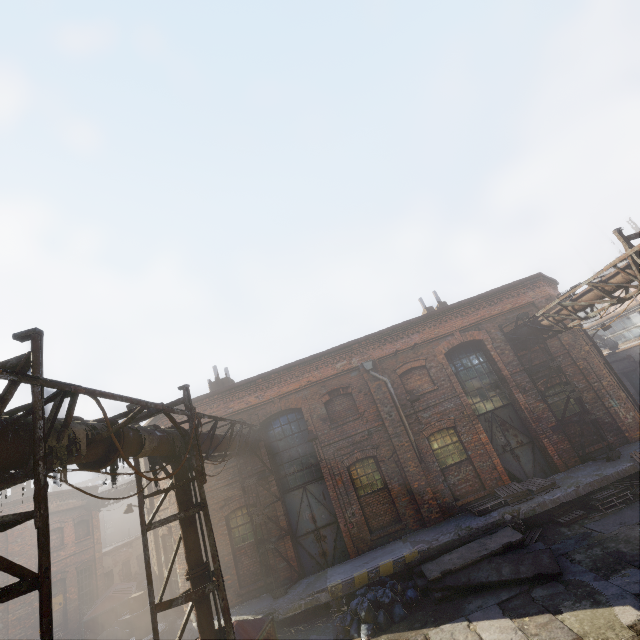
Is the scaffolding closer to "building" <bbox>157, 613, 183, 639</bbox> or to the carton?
"building" <bbox>157, 613, 183, 639</bbox>

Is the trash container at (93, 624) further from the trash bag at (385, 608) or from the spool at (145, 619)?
the trash bag at (385, 608)

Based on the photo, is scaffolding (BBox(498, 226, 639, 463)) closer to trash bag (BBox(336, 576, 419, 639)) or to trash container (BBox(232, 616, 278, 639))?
trash bag (BBox(336, 576, 419, 639))

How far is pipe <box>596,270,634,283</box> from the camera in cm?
862

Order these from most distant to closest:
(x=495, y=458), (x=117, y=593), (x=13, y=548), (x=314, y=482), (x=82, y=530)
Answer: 1. (x=82, y=530)
2. (x=117, y=593)
3. (x=13, y=548)
4. (x=314, y=482)
5. (x=495, y=458)

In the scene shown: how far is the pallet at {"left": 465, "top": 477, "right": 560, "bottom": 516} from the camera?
10.9 meters

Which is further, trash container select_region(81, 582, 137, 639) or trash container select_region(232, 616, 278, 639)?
trash container select_region(81, 582, 137, 639)

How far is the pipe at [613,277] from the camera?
8.62m
